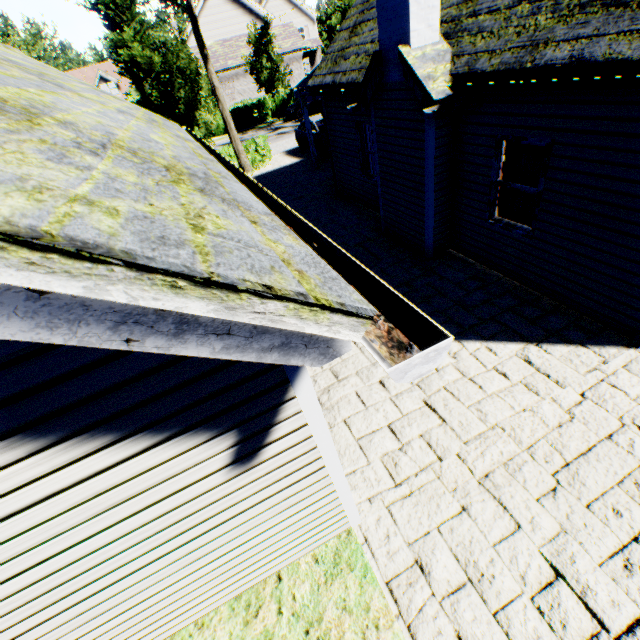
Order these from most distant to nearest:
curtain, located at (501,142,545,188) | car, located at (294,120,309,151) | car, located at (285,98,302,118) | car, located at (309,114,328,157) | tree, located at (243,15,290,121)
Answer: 1. car, located at (285,98,302,118)
2. tree, located at (243,15,290,121)
3. car, located at (294,120,309,151)
4. car, located at (309,114,328,157)
5. curtain, located at (501,142,545,188)

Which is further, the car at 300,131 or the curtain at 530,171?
the car at 300,131

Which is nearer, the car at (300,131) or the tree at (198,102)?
the tree at (198,102)

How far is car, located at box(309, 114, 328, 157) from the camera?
16.2 meters

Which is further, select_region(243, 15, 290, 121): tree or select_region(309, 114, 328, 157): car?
select_region(243, 15, 290, 121): tree

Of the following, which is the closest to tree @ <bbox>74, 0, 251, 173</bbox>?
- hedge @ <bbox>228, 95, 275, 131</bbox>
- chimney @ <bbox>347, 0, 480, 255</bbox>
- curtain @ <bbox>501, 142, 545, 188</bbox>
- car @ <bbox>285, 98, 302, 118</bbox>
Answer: car @ <bbox>285, 98, 302, 118</bbox>

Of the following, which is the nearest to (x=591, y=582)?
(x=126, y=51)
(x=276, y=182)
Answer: (x=276, y=182)

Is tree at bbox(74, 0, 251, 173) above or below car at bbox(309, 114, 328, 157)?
above
